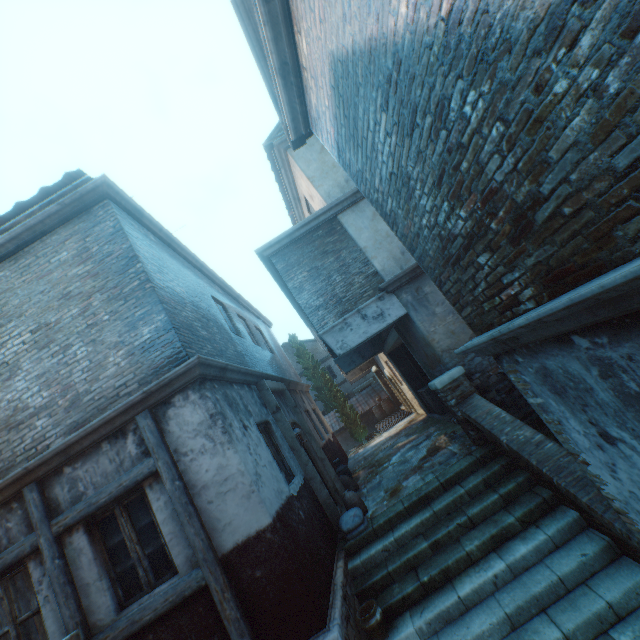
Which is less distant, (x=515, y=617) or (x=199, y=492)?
(x=515, y=617)

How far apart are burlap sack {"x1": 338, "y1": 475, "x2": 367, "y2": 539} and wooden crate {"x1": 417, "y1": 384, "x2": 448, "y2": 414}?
4.93m

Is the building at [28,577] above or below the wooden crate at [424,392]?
above

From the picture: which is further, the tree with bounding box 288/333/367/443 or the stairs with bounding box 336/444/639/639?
the tree with bounding box 288/333/367/443

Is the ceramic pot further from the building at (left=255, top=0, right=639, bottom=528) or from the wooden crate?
the wooden crate

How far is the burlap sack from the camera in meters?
6.2

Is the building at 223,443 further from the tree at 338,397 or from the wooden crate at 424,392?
the wooden crate at 424,392

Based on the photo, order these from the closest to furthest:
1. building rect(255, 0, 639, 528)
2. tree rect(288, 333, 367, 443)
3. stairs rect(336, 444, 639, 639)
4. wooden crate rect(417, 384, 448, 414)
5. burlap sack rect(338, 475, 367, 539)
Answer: building rect(255, 0, 639, 528), stairs rect(336, 444, 639, 639), burlap sack rect(338, 475, 367, 539), wooden crate rect(417, 384, 448, 414), tree rect(288, 333, 367, 443)
